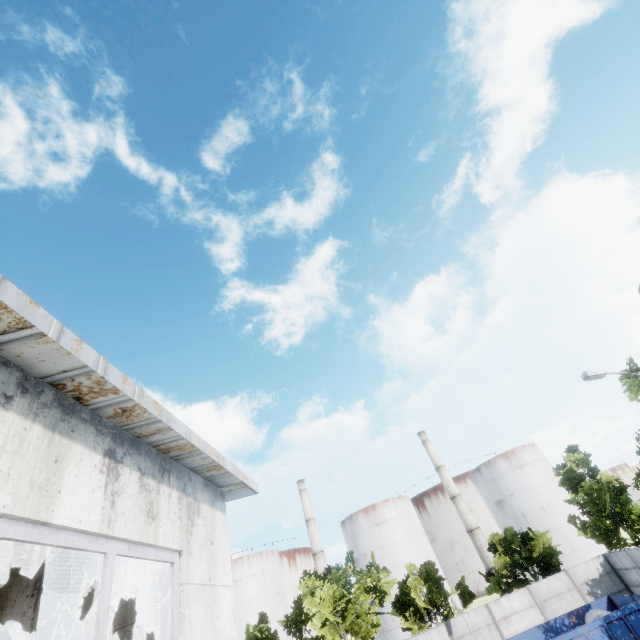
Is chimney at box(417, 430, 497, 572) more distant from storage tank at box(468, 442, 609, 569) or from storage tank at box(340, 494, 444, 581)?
storage tank at box(340, 494, 444, 581)

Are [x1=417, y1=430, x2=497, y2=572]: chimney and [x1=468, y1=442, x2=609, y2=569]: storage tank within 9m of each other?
yes

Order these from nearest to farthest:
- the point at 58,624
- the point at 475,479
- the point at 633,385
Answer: the point at 58,624, the point at 633,385, the point at 475,479

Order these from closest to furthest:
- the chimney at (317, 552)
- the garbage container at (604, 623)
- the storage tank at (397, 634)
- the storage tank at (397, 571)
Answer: the garbage container at (604, 623) → the storage tank at (397, 634) → the storage tank at (397, 571) → the chimney at (317, 552)

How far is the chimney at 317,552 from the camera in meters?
49.9 m

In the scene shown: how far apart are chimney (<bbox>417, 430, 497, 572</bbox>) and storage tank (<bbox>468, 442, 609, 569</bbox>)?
5.8 meters

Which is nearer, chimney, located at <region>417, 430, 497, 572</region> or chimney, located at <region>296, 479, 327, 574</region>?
chimney, located at <region>417, 430, 497, 572</region>

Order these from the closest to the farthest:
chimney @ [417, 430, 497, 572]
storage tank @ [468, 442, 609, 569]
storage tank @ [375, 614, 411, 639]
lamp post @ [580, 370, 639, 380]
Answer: lamp post @ [580, 370, 639, 380]
storage tank @ [375, 614, 411, 639]
storage tank @ [468, 442, 609, 569]
chimney @ [417, 430, 497, 572]
